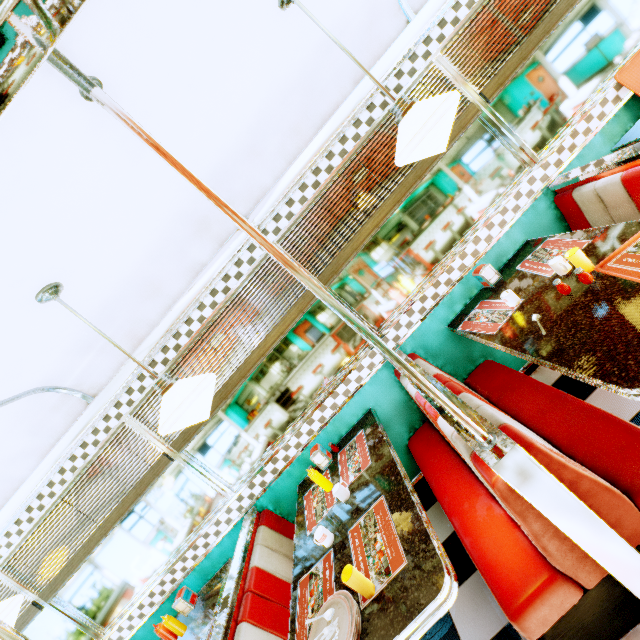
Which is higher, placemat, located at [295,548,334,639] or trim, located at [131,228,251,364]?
trim, located at [131,228,251,364]

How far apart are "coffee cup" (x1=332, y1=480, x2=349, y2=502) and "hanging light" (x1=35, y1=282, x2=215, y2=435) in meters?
1.1 m

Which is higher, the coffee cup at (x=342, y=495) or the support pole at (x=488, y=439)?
the support pole at (x=488, y=439)

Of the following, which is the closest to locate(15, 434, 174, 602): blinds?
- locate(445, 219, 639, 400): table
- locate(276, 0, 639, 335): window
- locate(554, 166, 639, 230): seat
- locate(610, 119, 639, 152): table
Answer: locate(276, 0, 639, 335): window

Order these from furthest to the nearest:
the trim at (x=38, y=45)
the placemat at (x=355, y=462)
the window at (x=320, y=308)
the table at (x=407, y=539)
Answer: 1. the window at (x=320, y=308)
2. the placemat at (x=355, y=462)
3. the table at (x=407, y=539)
4. the trim at (x=38, y=45)

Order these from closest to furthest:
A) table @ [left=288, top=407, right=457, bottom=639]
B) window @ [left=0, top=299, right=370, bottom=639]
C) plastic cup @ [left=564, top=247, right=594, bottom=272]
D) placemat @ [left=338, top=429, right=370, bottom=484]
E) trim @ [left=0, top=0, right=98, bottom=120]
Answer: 1. trim @ [left=0, top=0, right=98, bottom=120]
2. table @ [left=288, top=407, right=457, bottom=639]
3. plastic cup @ [left=564, top=247, right=594, bottom=272]
4. placemat @ [left=338, top=429, right=370, bottom=484]
5. window @ [left=0, top=299, right=370, bottom=639]

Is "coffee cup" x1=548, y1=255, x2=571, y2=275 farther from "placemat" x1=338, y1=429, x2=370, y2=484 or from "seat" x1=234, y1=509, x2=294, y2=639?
"seat" x1=234, y1=509, x2=294, y2=639

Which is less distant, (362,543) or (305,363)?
(362,543)
